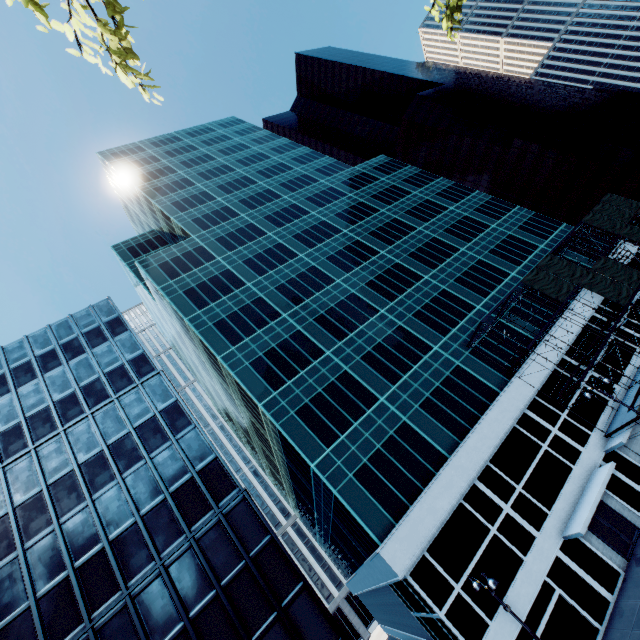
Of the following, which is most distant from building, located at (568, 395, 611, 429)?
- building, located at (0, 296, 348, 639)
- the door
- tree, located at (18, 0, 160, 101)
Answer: tree, located at (18, 0, 160, 101)

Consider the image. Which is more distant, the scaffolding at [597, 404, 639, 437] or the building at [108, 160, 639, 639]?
the scaffolding at [597, 404, 639, 437]

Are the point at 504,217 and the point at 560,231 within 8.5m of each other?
yes

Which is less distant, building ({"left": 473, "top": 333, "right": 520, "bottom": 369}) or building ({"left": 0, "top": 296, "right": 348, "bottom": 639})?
building ({"left": 0, "top": 296, "right": 348, "bottom": 639})

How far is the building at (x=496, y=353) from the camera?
29.8 meters

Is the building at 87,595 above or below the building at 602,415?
above
